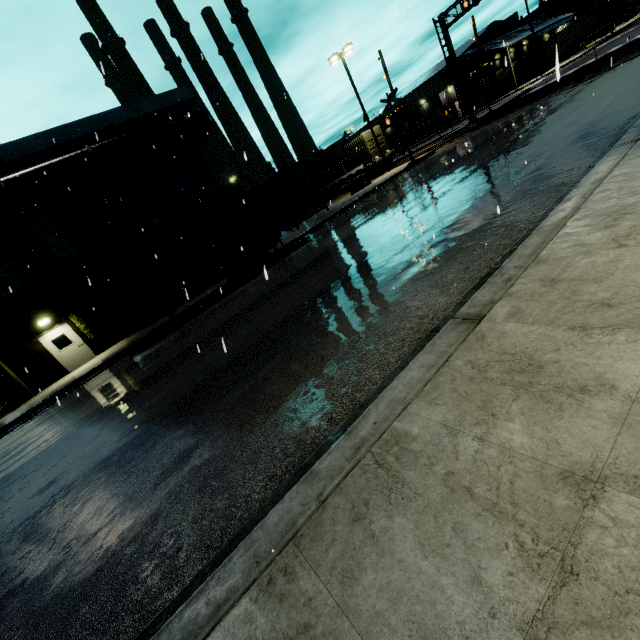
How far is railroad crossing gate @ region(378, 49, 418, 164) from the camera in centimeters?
2241cm

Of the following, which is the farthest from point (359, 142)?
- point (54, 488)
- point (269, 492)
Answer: point (269, 492)

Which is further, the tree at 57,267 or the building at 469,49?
the building at 469,49

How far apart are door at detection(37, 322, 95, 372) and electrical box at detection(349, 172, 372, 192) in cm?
2271

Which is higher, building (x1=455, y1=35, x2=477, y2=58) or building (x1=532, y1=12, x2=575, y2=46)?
building (x1=455, y1=35, x2=477, y2=58)

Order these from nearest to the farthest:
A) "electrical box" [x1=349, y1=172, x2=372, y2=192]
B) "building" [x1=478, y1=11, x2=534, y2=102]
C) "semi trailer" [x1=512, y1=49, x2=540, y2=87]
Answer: "electrical box" [x1=349, y1=172, x2=372, y2=192] < "building" [x1=478, y1=11, x2=534, y2=102] < "semi trailer" [x1=512, y1=49, x2=540, y2=87]

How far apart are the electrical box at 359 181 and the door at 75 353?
22.7m

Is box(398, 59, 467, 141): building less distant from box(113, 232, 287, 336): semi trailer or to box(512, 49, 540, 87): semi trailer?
box(512, 49, 540, 87): semi trailer
